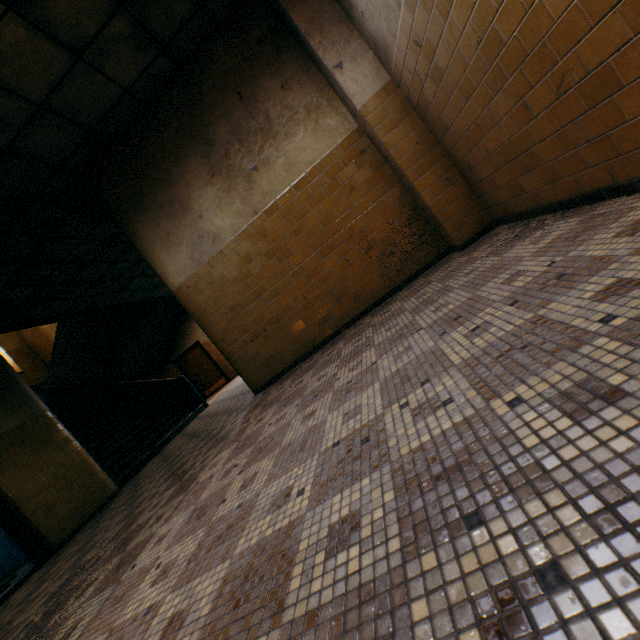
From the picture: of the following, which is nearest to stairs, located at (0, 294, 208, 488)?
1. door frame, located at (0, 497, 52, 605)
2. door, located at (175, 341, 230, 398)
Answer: door, located at (175, 341, 230, 398)

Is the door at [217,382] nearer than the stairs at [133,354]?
No

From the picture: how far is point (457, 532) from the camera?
0.8m

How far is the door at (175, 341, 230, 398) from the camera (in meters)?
13.90

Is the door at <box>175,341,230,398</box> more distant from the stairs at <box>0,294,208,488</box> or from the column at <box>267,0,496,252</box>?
the column at <box>267,0,496,252</box>

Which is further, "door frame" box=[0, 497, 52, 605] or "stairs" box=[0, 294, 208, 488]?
"stairs" box=[0, 294, 208, 488]

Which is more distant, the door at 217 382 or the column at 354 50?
the door at 217 382
